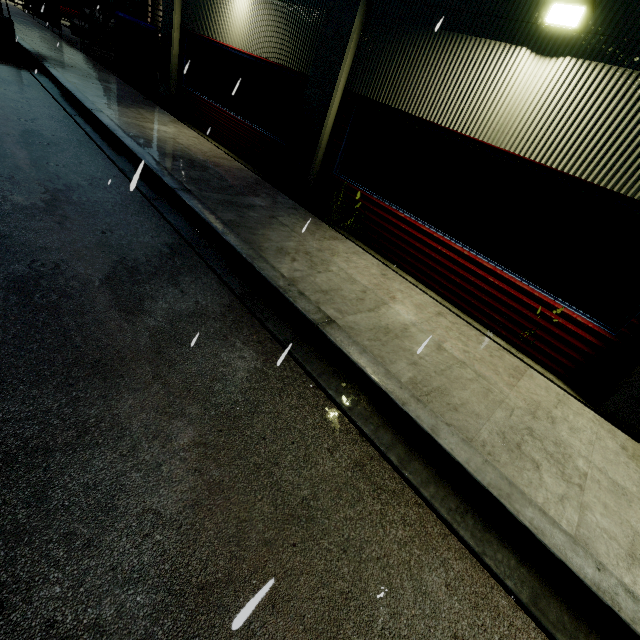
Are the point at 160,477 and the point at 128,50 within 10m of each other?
no

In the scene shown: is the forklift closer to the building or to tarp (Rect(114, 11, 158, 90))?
tarp (Rect(114, 11, 158, 90))

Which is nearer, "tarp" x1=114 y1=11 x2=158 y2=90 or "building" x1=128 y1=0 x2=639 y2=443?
"building" x1=128 y1=0 x2=639 y2=443

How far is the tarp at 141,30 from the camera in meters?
12.1

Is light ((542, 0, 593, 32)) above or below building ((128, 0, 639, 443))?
above

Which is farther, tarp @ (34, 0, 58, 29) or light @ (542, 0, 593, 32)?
tarp @ (34, 0, 58, 29)

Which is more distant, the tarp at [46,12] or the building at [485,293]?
the tarp at [46,12]
